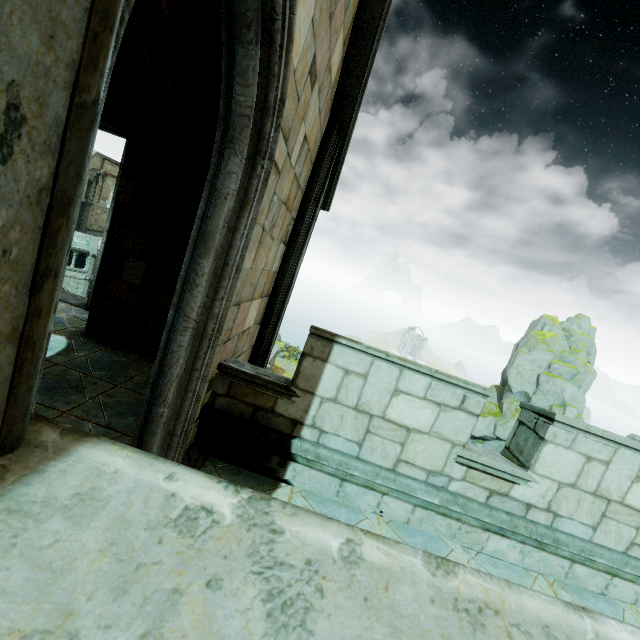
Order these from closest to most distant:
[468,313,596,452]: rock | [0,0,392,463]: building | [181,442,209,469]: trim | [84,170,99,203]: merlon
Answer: [0,0,392,463]: building → [181,442,209,469]: trim → [468,313,596,452]: rock → [84,170,99,203]: merlon

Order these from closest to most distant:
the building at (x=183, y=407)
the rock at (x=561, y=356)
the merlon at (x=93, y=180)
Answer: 1. the building at (x=183, y=407)
2. the rock at (x=561, y=356)
3. the merlon at (x=93, y=180)

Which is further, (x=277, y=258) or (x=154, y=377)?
(x=277, y=258)

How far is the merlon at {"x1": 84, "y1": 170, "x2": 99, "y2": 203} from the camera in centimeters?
3934cm

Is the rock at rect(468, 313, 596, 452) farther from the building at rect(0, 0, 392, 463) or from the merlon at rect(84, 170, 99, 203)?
the merlon at rect(84, 170, 99, 203)

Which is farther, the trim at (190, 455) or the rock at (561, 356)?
the rock at (561, 356)

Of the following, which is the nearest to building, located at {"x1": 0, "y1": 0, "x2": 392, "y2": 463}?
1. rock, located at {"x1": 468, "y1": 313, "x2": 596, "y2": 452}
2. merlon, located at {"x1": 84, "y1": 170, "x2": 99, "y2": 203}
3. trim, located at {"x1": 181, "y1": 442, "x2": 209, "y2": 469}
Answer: trim, located at {"x1": 181, "y1": 442, "x2": 209, "y2": 469}

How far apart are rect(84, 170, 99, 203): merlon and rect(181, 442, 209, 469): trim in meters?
47.7
